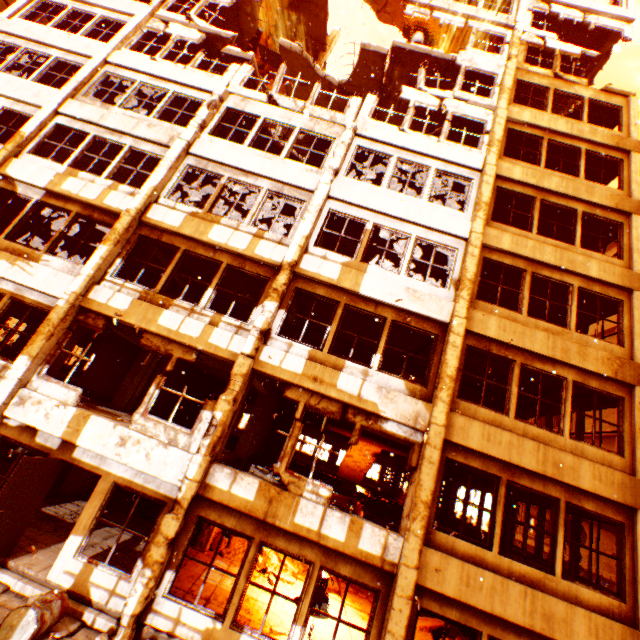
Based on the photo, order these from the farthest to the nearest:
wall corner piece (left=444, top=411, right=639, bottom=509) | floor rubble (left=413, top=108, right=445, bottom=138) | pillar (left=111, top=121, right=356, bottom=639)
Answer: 1. floor rubble (left=413, top=108, right=445, bottom=138)
2. wall corner piece (left=444, top=411, right=639, bottom=509)
3. pillar (left=111, top=121, right=356, bottom=639)

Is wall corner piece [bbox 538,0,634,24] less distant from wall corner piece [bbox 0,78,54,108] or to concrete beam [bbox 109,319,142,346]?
wall corner piece [bbox 0,78,54,108]

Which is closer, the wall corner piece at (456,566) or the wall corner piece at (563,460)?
the wall corner piece at (456,566)

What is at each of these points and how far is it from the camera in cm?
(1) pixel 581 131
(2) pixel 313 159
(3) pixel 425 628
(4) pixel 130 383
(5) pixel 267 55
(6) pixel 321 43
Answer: (1) wall corner piece, 1191
(2) floor rubble, 1330
(3) rock pile, 931
(4) concrete beam, 1223
(5) door, 1606
(6) floor rubble, 2027

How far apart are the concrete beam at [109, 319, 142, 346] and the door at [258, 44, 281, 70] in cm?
1334

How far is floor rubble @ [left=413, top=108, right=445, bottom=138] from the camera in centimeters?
1386cm

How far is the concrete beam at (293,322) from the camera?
12.6m

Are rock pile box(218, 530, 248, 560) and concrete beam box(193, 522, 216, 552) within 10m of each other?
yes
